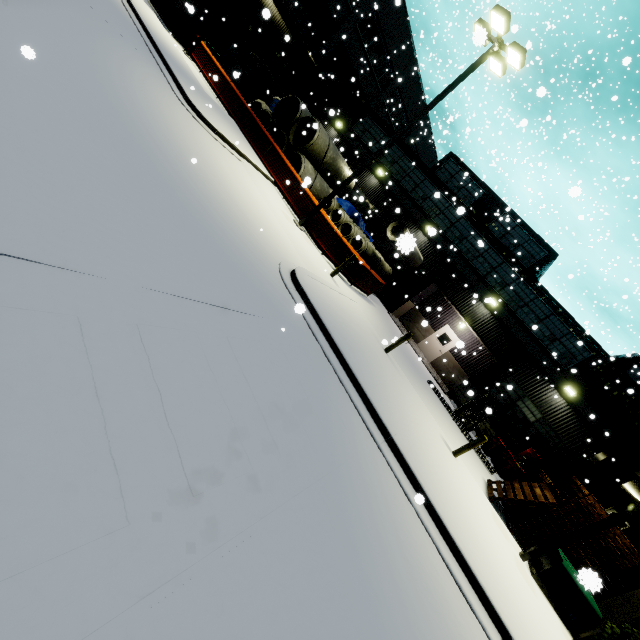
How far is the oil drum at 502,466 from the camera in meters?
16.1 m

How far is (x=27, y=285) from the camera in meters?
2.8 m

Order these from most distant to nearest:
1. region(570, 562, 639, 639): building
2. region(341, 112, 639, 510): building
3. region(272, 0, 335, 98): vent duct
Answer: region(272, 0, 335, 98): vent duct, region(341, 112, 639, 510): building, region(570, 562, 639, 639): building

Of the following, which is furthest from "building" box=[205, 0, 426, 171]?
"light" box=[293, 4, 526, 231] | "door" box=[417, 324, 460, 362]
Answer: "light" box=[293, 4, 526, 231]

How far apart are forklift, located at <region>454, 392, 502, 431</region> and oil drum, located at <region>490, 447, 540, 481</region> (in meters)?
→ 1.91

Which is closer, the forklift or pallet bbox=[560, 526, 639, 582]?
pallet bbox=[560, 526, 639, 582]

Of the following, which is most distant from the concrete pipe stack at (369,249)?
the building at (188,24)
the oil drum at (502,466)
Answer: the oil drum at (502,466)

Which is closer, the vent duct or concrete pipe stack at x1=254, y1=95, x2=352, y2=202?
concrete pipe stack at x1=254, y1=95, x2=352, y2=202
